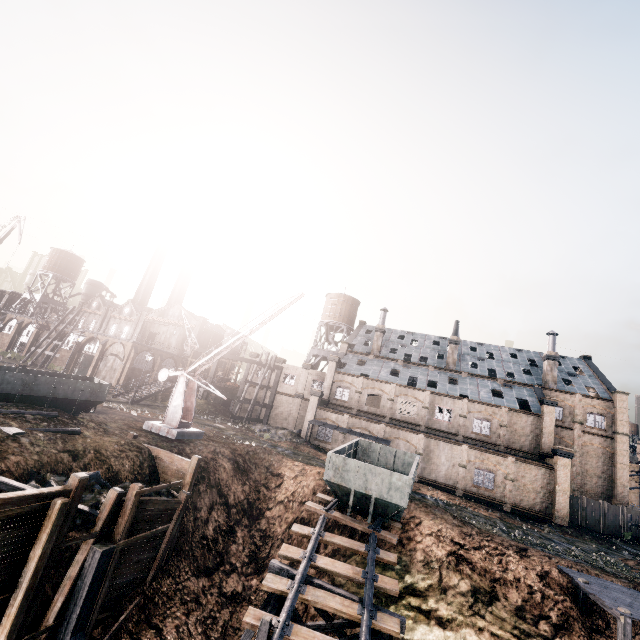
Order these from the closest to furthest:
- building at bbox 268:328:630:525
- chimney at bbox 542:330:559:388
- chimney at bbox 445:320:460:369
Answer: building at bbox 268:328:630:525 → chimney at bbox 542:330:559:388 → chimney at bbox 445:320:460:369

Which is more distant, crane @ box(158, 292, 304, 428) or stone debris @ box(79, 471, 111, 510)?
crane @ box(158, 292, 304, 428)

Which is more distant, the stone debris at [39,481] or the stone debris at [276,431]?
the stone debris at [276,431]

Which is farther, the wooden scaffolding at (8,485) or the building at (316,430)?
A: the building at (316,430)

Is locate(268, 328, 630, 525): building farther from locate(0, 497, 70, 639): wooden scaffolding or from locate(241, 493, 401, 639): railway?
locate(0, 497, 70, 639): wooden scaffolding

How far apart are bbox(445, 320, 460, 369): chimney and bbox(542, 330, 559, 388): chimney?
10.8 meters

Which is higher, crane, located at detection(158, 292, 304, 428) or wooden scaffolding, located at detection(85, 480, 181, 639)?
crane, located at detection(158, 292, 304, 428)

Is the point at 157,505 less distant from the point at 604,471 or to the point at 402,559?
the point at 402,559
